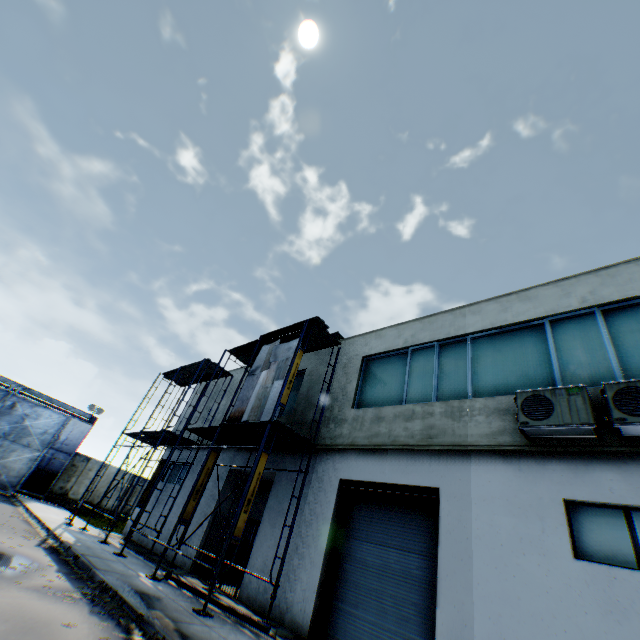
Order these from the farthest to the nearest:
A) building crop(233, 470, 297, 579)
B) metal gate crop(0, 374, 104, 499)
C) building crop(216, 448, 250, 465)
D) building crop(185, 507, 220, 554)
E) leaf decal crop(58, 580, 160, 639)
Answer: metal gate crop(0, 374, 104, 499), building crop(216, 448, 250, 465), building crop(185, 507, 220, 554), building crop(233, 470, 297, 579), leaf decal crop(58, 580, 160, 639)

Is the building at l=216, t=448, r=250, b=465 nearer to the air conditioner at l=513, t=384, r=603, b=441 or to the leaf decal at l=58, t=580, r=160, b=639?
the air conditioner at l=513, t=384, r=603, b=441

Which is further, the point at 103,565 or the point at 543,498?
the point at 103,565

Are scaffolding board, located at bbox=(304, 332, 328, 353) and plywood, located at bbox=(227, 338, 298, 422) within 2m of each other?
yes

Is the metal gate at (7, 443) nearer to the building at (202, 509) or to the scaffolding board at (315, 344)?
the building at (202, 509)

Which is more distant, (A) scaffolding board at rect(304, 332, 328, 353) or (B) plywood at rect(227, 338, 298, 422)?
(A) scaffolding board at rect(304, 332, 328, 353)

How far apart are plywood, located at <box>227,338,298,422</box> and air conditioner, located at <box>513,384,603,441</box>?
6.65m

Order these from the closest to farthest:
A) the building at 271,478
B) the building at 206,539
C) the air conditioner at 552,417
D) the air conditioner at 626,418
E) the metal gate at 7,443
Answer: the air conditioner at 626,418 < the air conditioner at 552,417 < the building at 271,478 < the building at 206,539 < the metal gate at 7,443
